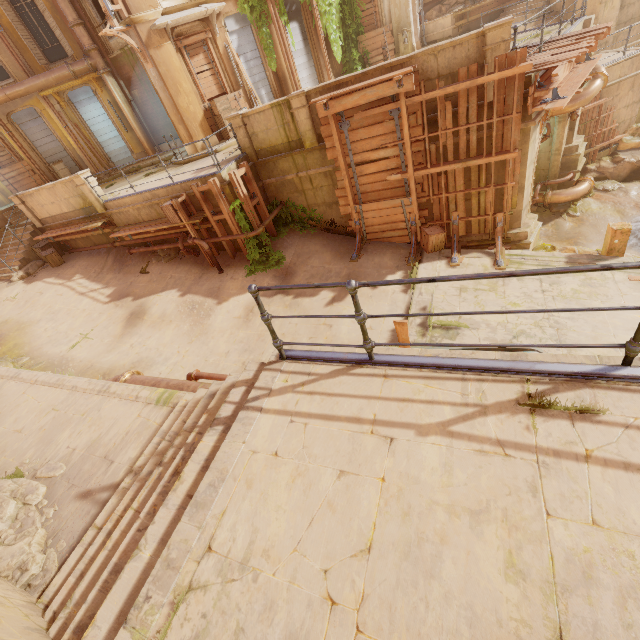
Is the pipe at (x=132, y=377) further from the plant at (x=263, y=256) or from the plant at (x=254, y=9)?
the plant at (x=254, y=9)

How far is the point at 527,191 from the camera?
9.55m

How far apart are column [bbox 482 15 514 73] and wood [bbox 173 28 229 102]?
10.87m

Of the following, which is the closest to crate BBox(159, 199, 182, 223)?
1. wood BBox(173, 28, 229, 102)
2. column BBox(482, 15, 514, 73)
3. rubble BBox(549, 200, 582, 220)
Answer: wood BBox(173, 28, 229, 102)

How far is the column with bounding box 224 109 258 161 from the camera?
10.44m

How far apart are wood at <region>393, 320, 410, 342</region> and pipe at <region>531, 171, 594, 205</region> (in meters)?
13.42

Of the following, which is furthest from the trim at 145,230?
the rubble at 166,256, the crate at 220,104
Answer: the crate at 220,104

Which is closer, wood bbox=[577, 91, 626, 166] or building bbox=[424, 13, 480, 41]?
wood bbox=[577, 91, 626, 166]
